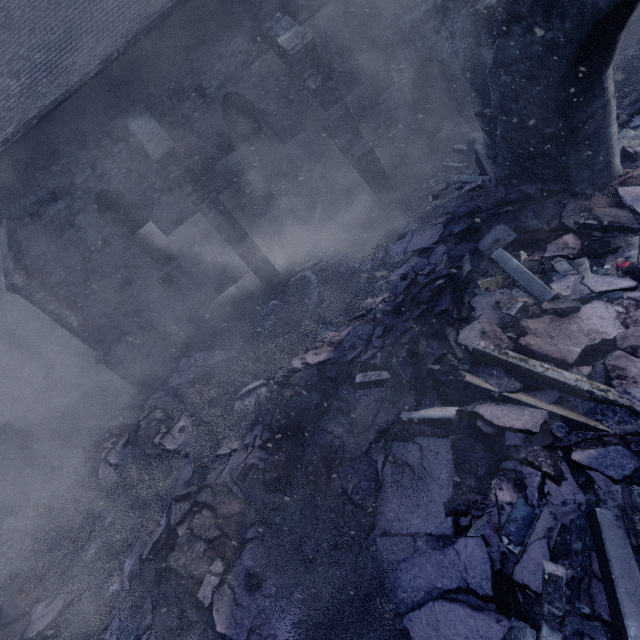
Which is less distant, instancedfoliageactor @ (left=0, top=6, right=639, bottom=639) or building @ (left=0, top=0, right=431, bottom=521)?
instancedfoliageactor @ (left=0, top=6, right=639, bottom=639)

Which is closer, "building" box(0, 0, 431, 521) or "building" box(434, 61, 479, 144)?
"building" box(0, 0, 431, 521)

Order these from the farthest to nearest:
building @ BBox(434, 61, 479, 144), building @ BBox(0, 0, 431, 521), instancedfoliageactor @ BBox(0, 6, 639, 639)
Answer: building @ BBox(434, 61, 479, 144) → building @ BBox(0, 0, 431, 521) → instancedfoliageactor @ BBox(0, 6, 639, 639)

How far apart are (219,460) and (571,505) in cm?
526

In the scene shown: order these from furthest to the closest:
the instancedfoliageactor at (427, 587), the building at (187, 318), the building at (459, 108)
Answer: the building at (459, 108)
the building at (187, 318)
the instancedfoliageactor at (427, 587)

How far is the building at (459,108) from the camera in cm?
1000

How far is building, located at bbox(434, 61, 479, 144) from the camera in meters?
10.0
